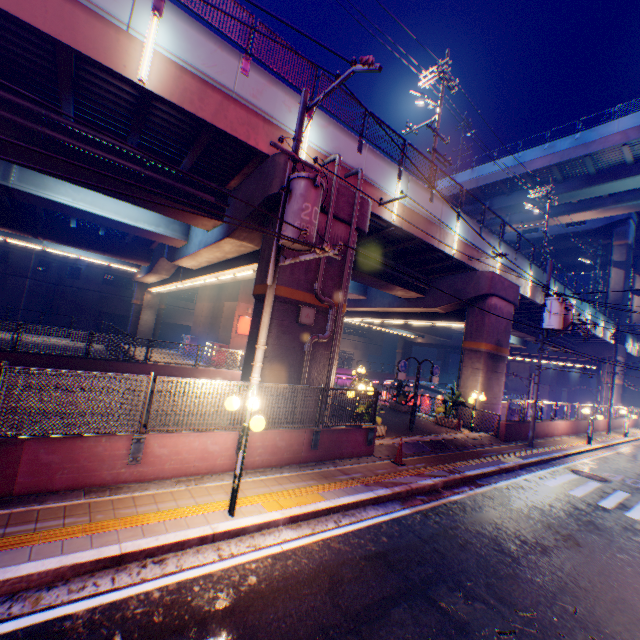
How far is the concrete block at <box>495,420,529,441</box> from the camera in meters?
16.6 m

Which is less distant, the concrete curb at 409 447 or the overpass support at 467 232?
the concrete curb at 409 447

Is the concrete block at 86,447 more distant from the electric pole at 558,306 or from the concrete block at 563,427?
the electric pole at 558,306

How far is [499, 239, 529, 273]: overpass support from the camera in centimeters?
2086cm

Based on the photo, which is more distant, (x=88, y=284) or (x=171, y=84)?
(x=88, y=284)

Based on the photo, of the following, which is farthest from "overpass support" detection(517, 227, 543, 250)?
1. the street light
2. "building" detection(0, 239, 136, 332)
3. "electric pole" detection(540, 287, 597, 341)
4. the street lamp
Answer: "building" detection(0, 239, 136, 332)

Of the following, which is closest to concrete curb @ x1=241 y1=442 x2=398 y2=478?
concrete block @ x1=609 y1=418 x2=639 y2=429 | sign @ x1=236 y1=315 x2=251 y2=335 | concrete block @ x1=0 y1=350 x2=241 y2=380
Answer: concrete block @ x1=609 y1=418 x2=639 y2=429

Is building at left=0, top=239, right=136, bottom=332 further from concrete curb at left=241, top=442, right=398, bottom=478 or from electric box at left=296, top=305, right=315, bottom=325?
concrete curb at left=241, top=442, right=398, bottom=478
